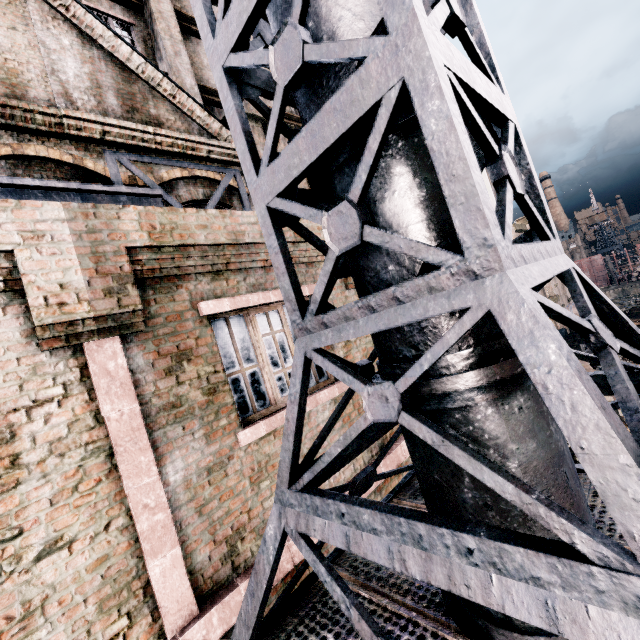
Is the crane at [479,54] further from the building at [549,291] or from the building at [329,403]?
the building at [549,291]

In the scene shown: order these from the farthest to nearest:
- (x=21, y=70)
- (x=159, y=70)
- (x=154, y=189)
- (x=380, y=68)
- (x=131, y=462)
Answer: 1. (x=159, y=70)
2. (x=154, y=189)
3. (x=21, y=70)
4. (x=131, y=462)
5. (x=380, y=68)

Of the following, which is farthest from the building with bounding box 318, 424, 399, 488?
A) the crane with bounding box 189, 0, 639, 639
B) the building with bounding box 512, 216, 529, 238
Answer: the building with bounding box 512, 216, 529, 238

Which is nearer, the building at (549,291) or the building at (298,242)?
the building at (298,242)

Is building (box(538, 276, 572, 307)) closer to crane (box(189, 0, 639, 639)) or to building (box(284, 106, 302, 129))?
building (box(284, 106, 302, 129))

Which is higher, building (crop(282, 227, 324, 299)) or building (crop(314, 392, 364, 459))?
building (crop(282, 227, 324, 299))

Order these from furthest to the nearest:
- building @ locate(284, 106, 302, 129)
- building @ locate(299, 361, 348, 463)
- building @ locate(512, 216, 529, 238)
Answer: building @ locate(512, 216, 529, 238)
building @ locate(284, 106, 302, 129)
building @ locate(299, 361, 348, 463)
